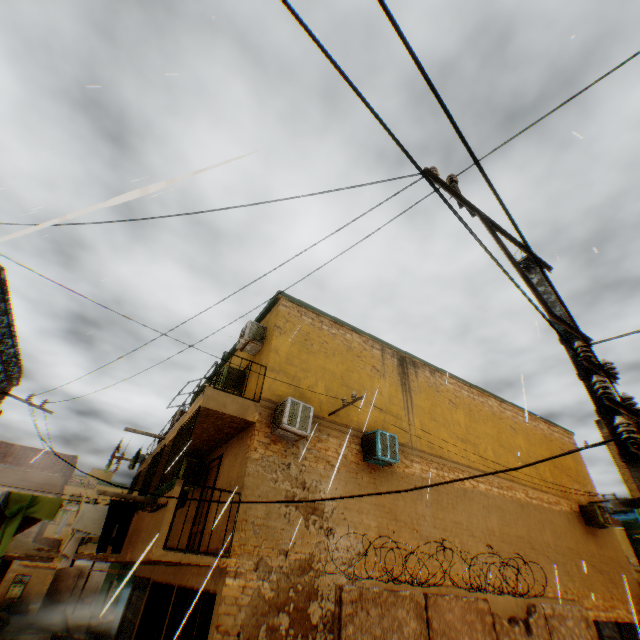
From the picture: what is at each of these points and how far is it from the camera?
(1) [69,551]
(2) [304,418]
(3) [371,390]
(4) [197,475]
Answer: (1) dryer, 6.7 meters
(2) air conditioner, 8.4 meters
(3) building, 11.4 meters
(4) air conditioner, 10.6 meters

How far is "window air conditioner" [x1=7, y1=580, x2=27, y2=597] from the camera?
26.1 meters

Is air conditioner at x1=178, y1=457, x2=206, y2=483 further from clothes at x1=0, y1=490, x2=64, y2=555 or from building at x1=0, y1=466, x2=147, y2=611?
clothes at x1=0, y1=490, x2=64, y2=555

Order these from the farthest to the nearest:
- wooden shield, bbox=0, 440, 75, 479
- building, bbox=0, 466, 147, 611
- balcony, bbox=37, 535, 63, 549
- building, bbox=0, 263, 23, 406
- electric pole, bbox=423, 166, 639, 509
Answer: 1. wooden shield, bbox=0, 440, 75, 479
2. balcony, bbox=37, 535, 63, 549
3. building, bbox=0, 466, 147, 611
4. building, bbox=0, 263, 23, 406
5. electric pole, bbox=423, 166, 639, 509

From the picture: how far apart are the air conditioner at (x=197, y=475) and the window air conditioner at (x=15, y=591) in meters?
30.1

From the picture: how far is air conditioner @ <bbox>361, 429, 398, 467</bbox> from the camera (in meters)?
9.30

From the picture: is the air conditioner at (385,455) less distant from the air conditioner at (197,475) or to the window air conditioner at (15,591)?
the air conditioner at (197,475)

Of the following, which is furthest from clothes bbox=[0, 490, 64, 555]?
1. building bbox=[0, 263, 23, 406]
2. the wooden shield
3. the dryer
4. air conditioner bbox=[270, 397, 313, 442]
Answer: air conditioner bbox=[270, 397, 313, 442]
